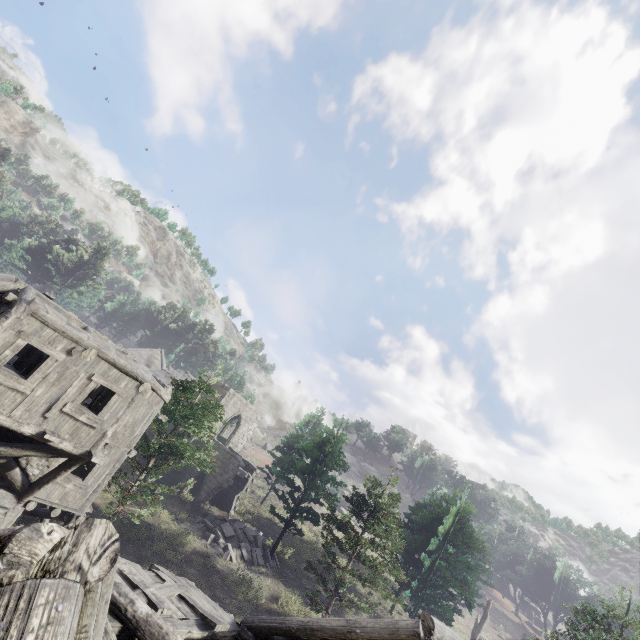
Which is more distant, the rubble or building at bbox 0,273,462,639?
the rubble

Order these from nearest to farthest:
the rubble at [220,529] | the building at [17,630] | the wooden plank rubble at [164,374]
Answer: the building at [17,630]
the rubble at [220,529]
the wooden plank rubble at [164,374]

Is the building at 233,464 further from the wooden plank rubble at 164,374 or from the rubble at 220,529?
the wooden plank rubble at 164,374

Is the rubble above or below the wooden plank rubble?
below

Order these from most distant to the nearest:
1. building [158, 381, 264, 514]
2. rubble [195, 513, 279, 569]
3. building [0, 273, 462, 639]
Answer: building [158, 381, 264, 514]
rubble [195, 513, 279, 569]
building [0, 273, 462, 639]

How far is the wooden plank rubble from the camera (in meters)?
39.30

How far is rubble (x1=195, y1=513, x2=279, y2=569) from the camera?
21.5 meters

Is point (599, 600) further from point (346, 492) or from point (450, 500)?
point (346, 492)
